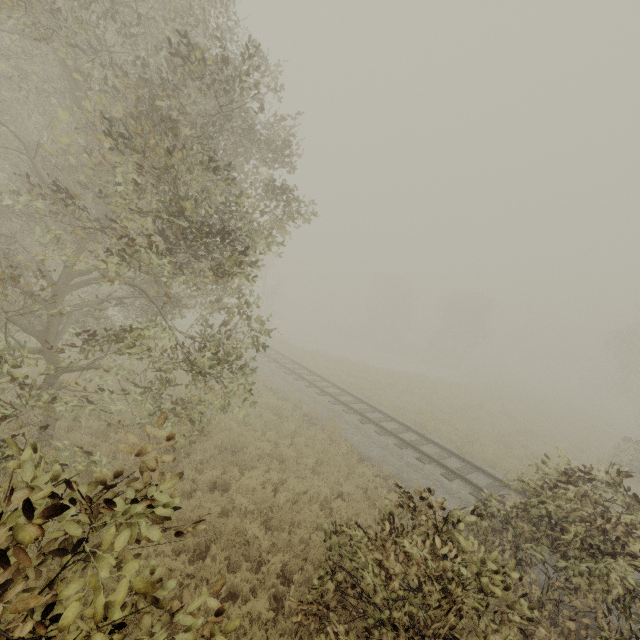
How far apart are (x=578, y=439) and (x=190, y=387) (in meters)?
25.46

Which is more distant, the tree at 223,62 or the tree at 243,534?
the tree at 243,534

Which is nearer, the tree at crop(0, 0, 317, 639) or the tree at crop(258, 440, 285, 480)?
the tree at crop(0, 0, 317, 639)

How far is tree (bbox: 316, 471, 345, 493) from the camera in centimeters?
847cm

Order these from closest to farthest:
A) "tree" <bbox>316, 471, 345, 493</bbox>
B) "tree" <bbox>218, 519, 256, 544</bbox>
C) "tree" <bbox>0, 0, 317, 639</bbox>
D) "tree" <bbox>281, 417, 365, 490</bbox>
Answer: "tree" <bbox>0, 0, 317, 639</bbox> → "tree" <bbox>218, 519, 256, 544</bbox> → "tree" <bbox>316, 471, 345, 493</bbox> → "tree" <bbox>281, 417, 365, 490</bbox>
